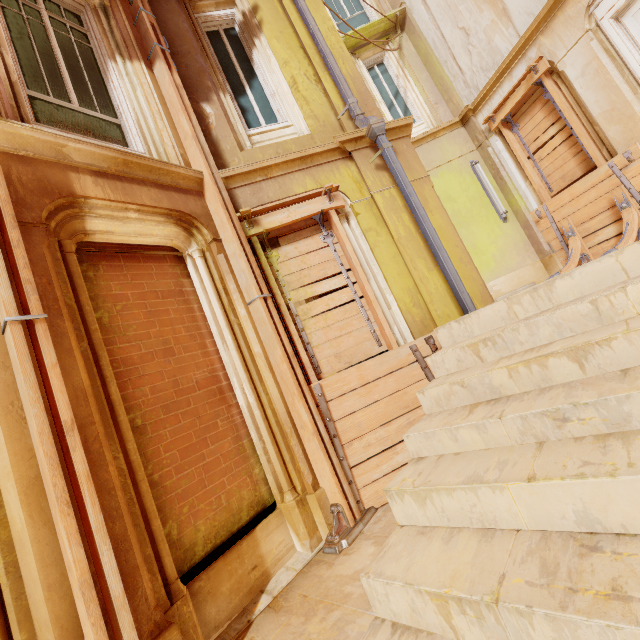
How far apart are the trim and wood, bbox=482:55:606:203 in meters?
4.1 m

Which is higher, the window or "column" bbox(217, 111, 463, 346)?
the window

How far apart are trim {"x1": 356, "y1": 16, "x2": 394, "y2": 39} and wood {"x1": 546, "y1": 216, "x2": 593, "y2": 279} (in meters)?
7.16

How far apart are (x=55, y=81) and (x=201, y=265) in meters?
2.9 m

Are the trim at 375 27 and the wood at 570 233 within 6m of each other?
no

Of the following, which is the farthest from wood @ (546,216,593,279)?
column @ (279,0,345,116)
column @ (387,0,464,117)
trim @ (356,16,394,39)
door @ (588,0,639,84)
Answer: trim @ (356,16,394,39)

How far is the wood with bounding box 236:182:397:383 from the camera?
4.2 meters

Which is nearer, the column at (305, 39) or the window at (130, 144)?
the window at (130, 144)
